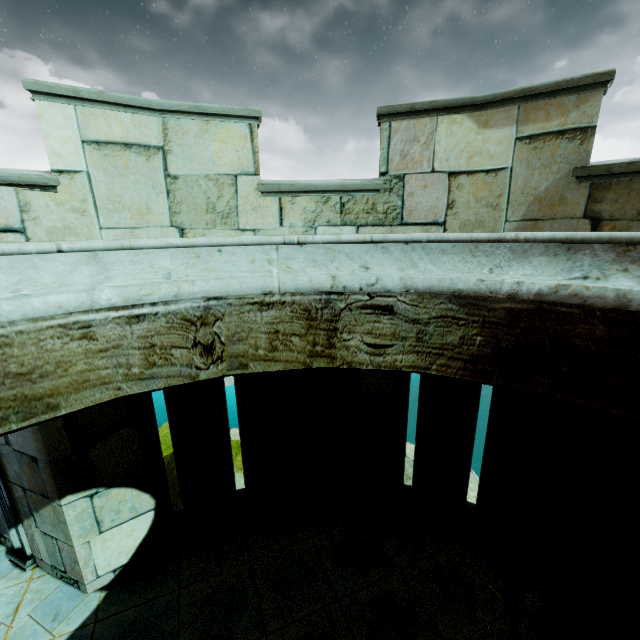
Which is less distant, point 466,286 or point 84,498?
point 466,286

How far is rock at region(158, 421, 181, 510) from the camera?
11.1m

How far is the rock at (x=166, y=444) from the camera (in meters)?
11.11
